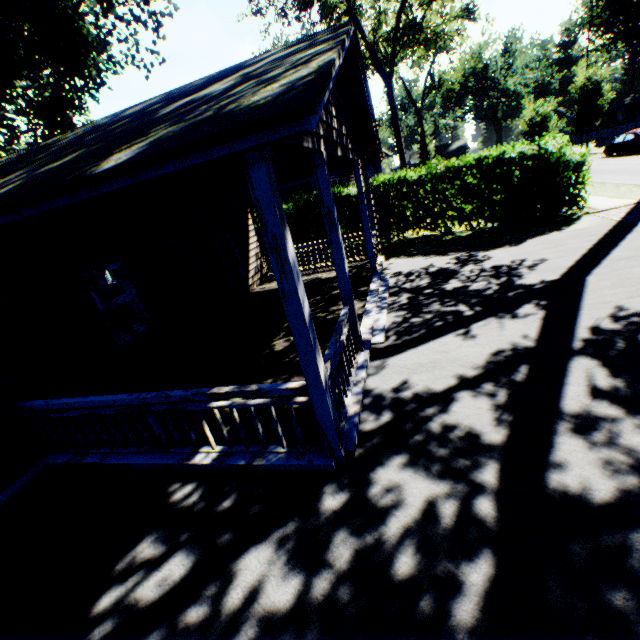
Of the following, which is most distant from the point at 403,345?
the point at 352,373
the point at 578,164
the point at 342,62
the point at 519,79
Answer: the point at 519,79

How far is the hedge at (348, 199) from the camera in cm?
1473

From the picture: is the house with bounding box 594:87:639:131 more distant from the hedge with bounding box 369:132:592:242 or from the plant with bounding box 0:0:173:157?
the hedge with bounding box 369:132:592:242

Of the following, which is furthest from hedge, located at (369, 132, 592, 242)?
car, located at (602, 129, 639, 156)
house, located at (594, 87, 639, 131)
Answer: house, located at (594, 87, 639, 131)

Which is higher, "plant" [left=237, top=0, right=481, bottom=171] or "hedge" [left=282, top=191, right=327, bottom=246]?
"plant" [left=237, top=0, right=481, bottom=171]

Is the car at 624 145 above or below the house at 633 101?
below

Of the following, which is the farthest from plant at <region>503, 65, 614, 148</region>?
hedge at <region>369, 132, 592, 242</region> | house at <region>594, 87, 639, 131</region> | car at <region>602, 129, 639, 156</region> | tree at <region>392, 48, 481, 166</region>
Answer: house at <region>594, 87, 639, 131</region>

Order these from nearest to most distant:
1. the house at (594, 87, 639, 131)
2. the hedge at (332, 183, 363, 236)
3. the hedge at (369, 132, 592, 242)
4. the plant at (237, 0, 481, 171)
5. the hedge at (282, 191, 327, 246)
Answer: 1. the hedge at (369, 132, 592, 242)
2. the hedge at (332, 183, 363, 236)
3. the hedge at (282, 191, 327, 246)
4. the plant at (237, 0, 481, 171)
5. the house at (594, 87, 639, 131)
